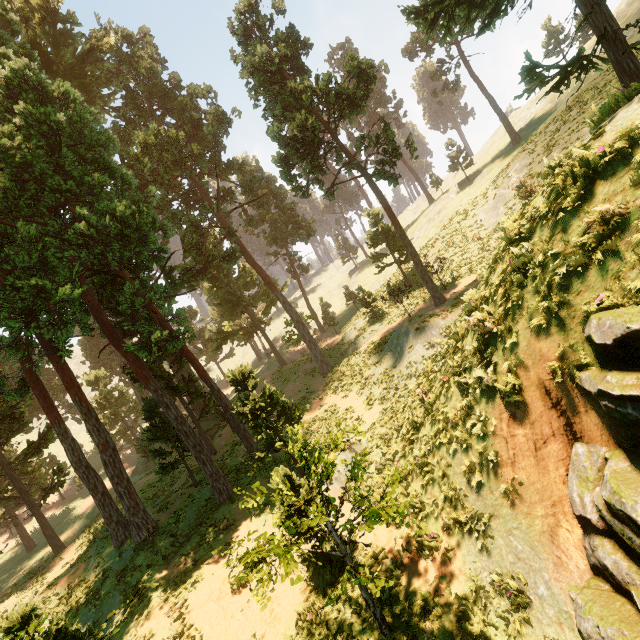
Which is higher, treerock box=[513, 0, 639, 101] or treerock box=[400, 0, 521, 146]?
treerock box=[400, 0, 521, 146]

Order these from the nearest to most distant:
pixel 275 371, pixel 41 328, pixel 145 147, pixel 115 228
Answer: pixel 115 228 → pixel 41 328 → pixel 145 147 → pixel 275 371

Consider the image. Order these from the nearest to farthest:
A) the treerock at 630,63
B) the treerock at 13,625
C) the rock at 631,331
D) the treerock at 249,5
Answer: the rock at 631,331 → the treerock at 13,625 → the treerock at 630,63 → the treerock at 249,5

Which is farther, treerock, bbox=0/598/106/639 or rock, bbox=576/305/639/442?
treerock, bbox=0/598/106/639

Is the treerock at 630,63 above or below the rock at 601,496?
above

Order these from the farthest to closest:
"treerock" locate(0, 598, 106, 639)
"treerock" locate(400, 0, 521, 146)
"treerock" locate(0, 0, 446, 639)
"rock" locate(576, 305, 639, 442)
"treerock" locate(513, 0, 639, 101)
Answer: "treerock" locate(400, 0, 521, 146) < "treerock" locate(0, 0, 446, 639) < "treerock" locate(513, 0, 639, 101) < "treerock" locate(0, 598, 106, 639) < "rock" locate(576, 305, 639, 442)
